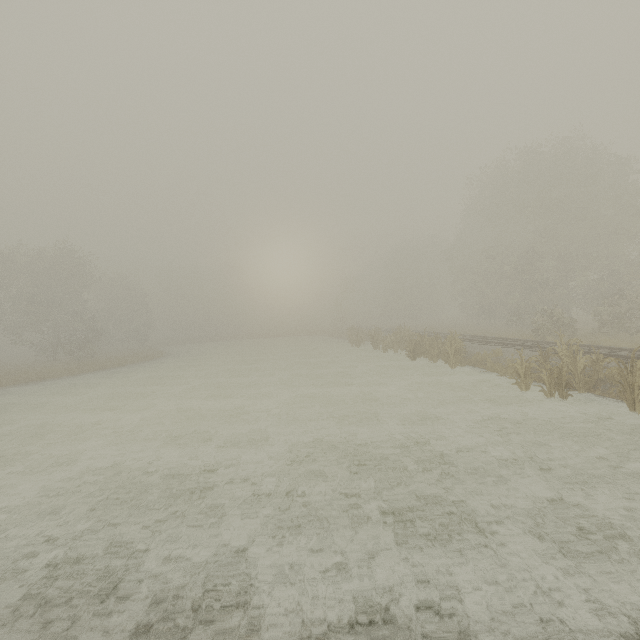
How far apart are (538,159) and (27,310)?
48.3m
